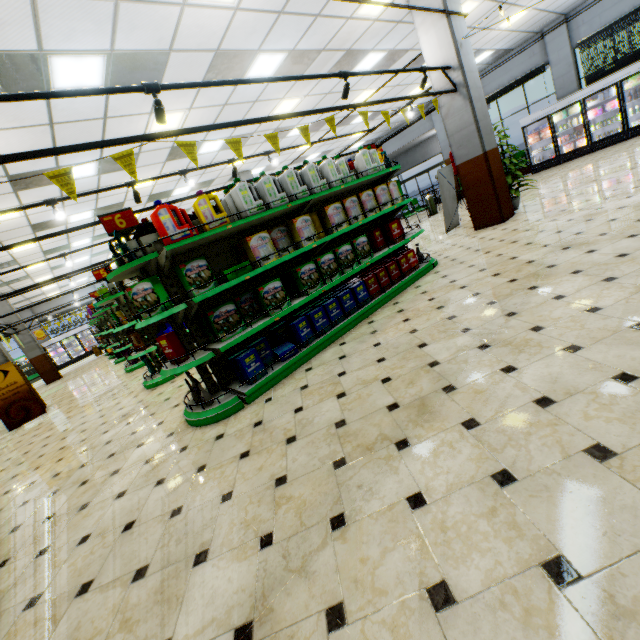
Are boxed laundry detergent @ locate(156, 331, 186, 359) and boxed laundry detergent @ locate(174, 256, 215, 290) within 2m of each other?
yes

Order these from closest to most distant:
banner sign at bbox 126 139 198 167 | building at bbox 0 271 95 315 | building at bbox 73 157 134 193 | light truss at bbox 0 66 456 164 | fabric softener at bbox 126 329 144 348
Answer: light truss at bbox 0 66 456 164, banner sign at bbox 126 139 198 167, fabric softener at bbox 126 329 144 348, building at bbox 73 157 134 193, building at bbox 0 271 95 315

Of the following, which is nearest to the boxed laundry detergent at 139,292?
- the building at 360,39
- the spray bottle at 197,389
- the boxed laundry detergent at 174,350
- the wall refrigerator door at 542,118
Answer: the boxed laundry detergent at 174,350

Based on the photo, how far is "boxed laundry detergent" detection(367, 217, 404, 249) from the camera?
5.4 meters

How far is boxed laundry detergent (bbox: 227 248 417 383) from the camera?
3.9m

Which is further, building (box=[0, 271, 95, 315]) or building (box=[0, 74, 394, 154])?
building (box=[0, 271, 95, 315])

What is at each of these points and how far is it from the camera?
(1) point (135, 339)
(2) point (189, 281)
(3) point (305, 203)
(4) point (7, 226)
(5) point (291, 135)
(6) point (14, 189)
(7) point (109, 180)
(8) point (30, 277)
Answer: (1) fabric softener, 6.3m
(2) boxed laundry detergent, 3.6m
(3) shelf, 4.5m
(4) building, 8.9m
(5) building, 11.7m
(6) building, 7.2m
(7) building, 8.8m
(8) building, 15.3m

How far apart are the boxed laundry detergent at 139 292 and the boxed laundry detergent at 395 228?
3.7m
